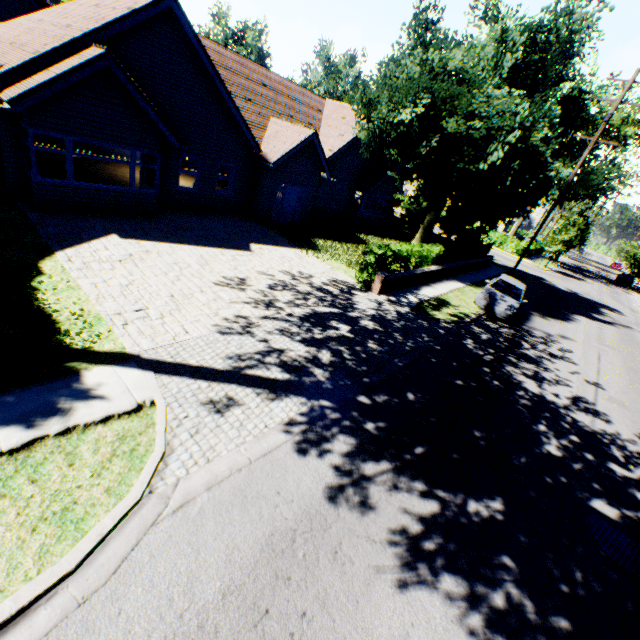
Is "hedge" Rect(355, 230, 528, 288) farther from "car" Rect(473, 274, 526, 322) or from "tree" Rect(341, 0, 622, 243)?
"car" Rect(473, 274, 526, 322)

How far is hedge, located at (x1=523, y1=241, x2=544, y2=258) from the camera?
40.1 meters

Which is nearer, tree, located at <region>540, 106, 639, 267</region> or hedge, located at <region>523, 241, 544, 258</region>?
tree, located at <region>540, 106, 639, 267</region>

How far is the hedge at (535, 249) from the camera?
40.10m

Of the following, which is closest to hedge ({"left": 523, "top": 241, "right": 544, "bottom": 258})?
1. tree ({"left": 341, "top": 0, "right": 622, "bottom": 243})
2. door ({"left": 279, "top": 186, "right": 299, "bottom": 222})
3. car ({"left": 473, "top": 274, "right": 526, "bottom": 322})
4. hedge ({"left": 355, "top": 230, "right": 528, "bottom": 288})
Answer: tree ({"left": 341, "top": 0, "right": 622, "bottom": 243})

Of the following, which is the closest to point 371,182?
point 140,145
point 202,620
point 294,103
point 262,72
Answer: point 294,103

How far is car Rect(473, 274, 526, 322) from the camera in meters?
15.5

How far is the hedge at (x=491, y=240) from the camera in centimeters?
1373cm
